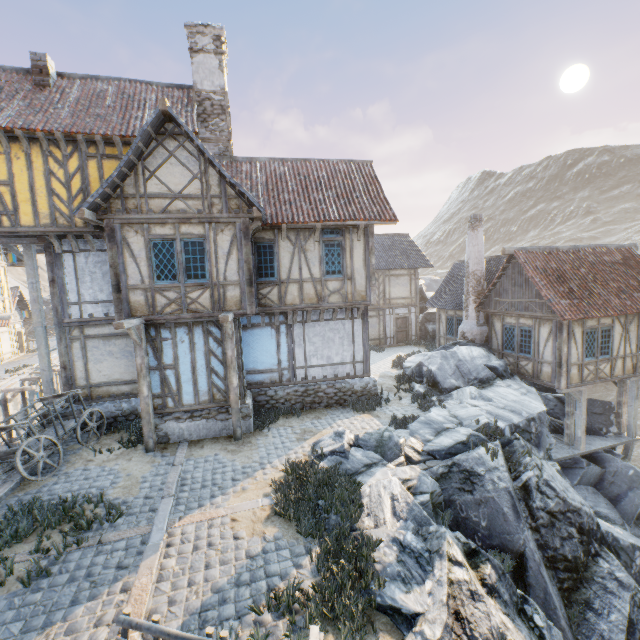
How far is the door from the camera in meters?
24.5

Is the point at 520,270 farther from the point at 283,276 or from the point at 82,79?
the point at 82,79

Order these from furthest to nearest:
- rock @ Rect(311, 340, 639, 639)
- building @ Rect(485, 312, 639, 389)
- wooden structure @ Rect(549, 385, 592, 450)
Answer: wooden structure @ Rect(549, 385, 592, 450), building @ Rect(485, 312, 639, 389), rock @ Rect(311, 340, 639, 639)

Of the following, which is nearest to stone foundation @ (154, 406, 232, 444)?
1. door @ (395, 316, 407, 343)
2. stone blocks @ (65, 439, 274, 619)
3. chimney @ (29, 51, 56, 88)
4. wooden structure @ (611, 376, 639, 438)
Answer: stone blocks @ (65, 439, 274, 619)

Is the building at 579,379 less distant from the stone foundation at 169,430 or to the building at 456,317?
the building at 456,317

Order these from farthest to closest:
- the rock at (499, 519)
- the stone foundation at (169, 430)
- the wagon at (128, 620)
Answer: the stone foundation at (169, 430) → the rock at (499, 519) → the wagon at (128, 620)

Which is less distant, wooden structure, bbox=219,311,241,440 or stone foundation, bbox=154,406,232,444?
wooden structure, bbox=219,311,241,440

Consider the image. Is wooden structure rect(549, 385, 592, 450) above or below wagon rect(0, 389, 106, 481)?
below
